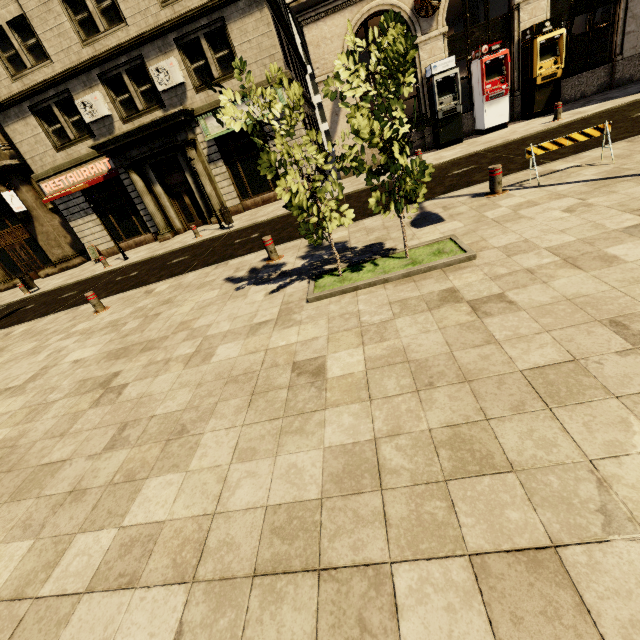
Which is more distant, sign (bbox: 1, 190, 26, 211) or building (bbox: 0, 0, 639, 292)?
sign (bbox: 1, 190, 26, 211)

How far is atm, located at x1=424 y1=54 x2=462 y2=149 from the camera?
13.0m

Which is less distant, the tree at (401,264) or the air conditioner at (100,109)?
the tree at (401,264)

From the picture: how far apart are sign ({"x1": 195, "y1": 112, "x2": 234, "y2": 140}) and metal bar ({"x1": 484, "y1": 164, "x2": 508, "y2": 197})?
11.48m

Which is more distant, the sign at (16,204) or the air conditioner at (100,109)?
the sign at (16,204)

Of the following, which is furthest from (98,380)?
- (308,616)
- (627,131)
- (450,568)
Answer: (627,131)

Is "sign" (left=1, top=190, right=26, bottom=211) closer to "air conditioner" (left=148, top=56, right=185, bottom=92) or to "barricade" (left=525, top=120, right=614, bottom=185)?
"air conditioner" (left=148, top=56, right=185, bottom=92)

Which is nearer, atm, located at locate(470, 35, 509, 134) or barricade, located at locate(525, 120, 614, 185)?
barricade, located at locate(525, 120, 614, 185)
